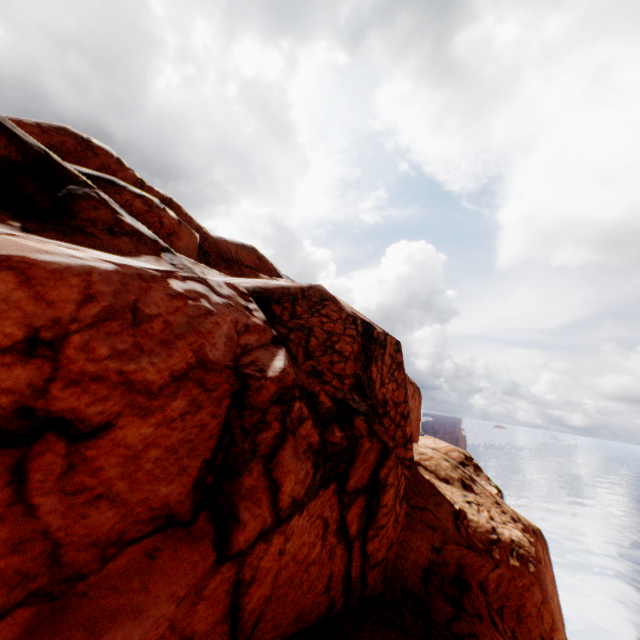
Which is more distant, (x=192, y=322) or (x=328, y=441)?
(x=328, y=441)
